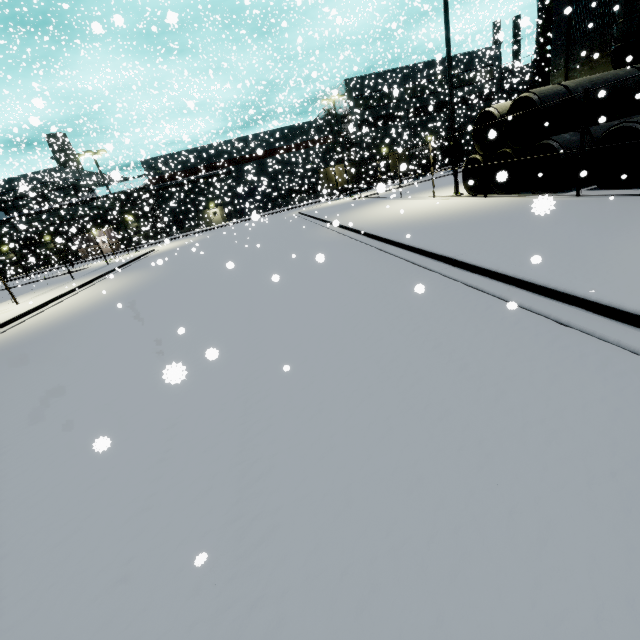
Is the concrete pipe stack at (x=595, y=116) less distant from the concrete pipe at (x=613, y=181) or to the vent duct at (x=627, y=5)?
the concrete pipe at (x=613, y=181)

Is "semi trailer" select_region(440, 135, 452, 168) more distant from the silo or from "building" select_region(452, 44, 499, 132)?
"building" select_region(452, 44, 499, 132)

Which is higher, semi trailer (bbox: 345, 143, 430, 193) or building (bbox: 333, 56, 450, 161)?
building (bbox: 333, 56, 450, 161)

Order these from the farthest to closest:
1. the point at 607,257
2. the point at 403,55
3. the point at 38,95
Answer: the point at 403,55 < the point at 38,95 < the point at 607,257

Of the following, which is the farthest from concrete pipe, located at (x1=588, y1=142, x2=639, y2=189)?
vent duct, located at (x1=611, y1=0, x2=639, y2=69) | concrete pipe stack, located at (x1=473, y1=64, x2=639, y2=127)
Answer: vent duct, located at (x1=611, y1=0, x2=639, y2=69)

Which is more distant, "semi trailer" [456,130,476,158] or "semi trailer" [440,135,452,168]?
"semi trailer" [440,135,452,168]

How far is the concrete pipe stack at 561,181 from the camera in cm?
1141

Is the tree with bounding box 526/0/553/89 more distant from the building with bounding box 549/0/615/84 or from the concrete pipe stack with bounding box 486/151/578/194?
the concrete pipe stack with bounding box 486/151/578/194
